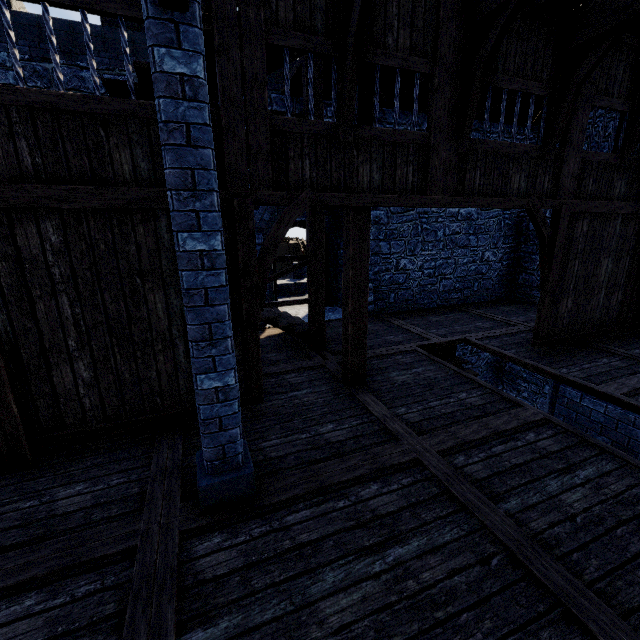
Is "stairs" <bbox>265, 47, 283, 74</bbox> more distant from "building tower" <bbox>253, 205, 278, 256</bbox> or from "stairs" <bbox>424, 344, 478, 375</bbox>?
"stairs" <bbox>424, 344, 478, 375</bbox>

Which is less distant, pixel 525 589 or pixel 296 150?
pixel 525 589

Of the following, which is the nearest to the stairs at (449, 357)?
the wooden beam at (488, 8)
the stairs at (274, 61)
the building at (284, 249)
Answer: the stairs at (274, 61)

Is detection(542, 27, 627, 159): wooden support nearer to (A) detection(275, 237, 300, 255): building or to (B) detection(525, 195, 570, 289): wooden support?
(B) detection(525, 195, 570, 289): wooden support

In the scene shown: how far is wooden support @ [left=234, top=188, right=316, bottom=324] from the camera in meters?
4.1

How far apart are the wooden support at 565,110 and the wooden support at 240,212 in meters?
4.5

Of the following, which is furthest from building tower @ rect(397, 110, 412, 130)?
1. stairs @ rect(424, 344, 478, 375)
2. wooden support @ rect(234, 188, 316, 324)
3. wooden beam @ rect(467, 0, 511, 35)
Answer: wooden support @ rect(234, 188, 316, 324)

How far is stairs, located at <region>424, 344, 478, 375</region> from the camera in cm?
796
